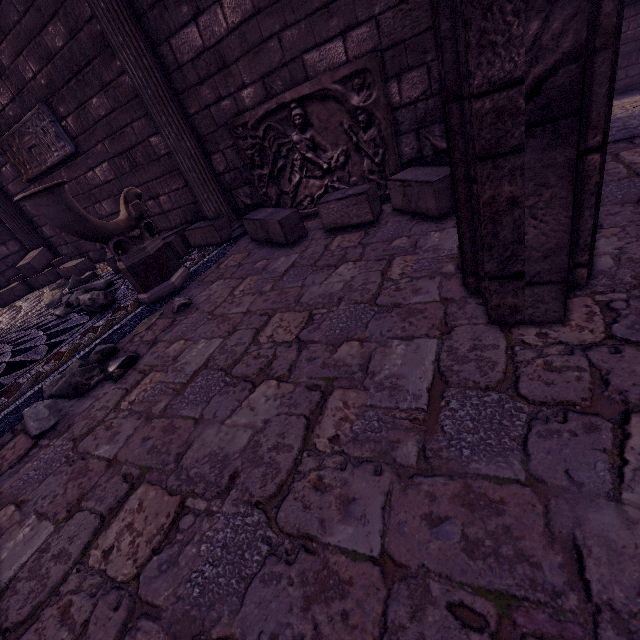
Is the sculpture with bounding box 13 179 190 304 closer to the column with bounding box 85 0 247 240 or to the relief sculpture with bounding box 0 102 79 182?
the column with bounding box 85 0 247 240

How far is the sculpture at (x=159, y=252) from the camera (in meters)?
2.59

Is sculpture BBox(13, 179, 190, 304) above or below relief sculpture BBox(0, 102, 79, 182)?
below

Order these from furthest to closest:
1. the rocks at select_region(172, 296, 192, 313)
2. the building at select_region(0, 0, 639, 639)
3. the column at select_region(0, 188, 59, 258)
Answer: the column at select_region(0, 188, 59, 258) < the rocks at select_region(172, 296, 192, 313) < the building at select_region(0, 0, 639, 639)

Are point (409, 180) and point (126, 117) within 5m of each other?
yes

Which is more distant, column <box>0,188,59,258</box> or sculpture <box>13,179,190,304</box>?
column <box>0,188,59,258</box>

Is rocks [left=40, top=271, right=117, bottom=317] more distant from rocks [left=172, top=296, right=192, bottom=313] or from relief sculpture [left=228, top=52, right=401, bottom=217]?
relief sculpture [left=228, top=52, right=401, bottom=217]

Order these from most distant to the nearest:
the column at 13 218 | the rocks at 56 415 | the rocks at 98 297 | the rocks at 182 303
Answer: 1. the column at 13 218
2. the rocks at 98 297
3. the rocks at 182 303
4. the rocks at 56 415
